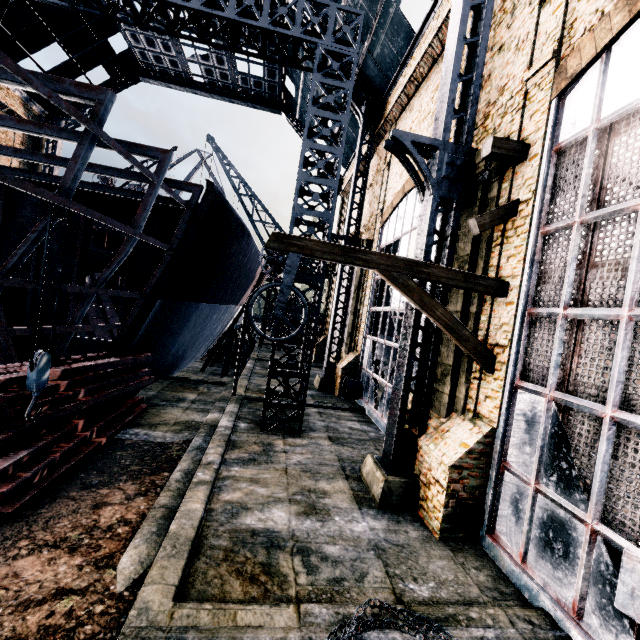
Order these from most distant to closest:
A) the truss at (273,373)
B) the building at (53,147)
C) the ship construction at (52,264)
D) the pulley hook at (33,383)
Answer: the building at (53,147) < the truss at (273,373) < the ship construction at (52,264) < the pulley hook at (33,383)

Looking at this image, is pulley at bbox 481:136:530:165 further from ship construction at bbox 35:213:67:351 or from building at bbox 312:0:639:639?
ship construction at bbox 35:213:67:351

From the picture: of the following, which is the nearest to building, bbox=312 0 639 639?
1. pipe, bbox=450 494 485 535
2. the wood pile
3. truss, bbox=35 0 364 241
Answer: pipe, bbox=450 494 485 535

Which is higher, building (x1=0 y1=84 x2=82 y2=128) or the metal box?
building (x1=0 y1=84 x2=82 y2=128)

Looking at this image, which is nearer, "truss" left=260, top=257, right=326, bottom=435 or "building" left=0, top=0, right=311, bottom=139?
"truss" left=260, top=257, right=326, bottom=435

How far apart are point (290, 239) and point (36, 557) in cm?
755

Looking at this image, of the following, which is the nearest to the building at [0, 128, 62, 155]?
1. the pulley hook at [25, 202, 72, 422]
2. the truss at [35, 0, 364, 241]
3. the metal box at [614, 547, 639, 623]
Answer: the truss at [35, 0, 364, 241]

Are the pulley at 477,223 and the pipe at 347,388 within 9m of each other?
no
